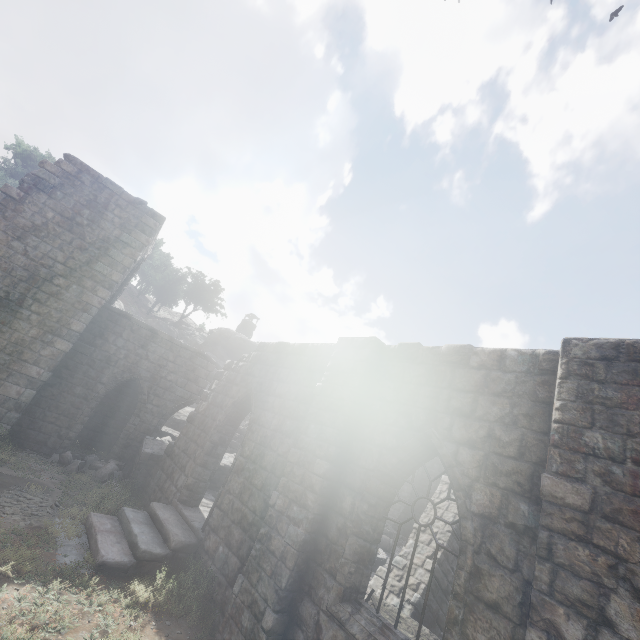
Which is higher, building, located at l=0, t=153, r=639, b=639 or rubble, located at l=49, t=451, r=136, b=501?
building, located at l=0, t=153, r=639, b=639

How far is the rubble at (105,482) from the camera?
11.6 meters

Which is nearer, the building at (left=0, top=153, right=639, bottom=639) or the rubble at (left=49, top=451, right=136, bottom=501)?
the building at (left=0, top=153, right=639, bottom=639)

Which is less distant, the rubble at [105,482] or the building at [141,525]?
the building at [141,525]

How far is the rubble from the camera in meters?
11.6

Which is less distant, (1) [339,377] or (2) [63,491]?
(1) [339,377]
